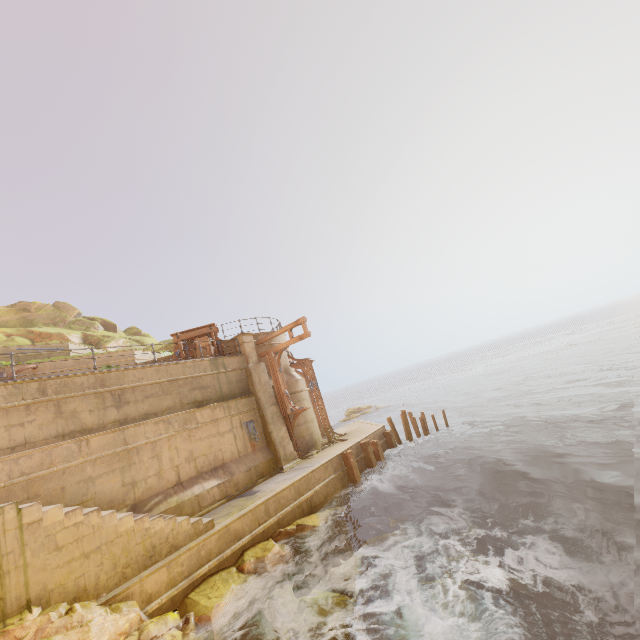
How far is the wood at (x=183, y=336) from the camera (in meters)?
16.61

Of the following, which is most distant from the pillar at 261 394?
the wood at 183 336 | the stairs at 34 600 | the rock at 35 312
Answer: the rock at 35 312

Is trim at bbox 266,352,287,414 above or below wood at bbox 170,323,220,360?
below

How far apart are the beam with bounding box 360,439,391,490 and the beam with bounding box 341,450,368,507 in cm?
127

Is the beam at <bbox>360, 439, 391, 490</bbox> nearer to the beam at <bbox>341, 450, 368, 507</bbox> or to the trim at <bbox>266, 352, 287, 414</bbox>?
the beam at <bbox>341, 450, 368, 507</bbox>

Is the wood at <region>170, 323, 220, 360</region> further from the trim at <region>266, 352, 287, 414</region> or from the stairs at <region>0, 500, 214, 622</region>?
the stairs at <region>0, 500, 214, 622</region>

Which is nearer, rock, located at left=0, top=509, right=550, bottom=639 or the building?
rock, located at left=0, top=509, right=550, bottom=639

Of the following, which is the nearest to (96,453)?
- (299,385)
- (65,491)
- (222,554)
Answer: (65,491)
